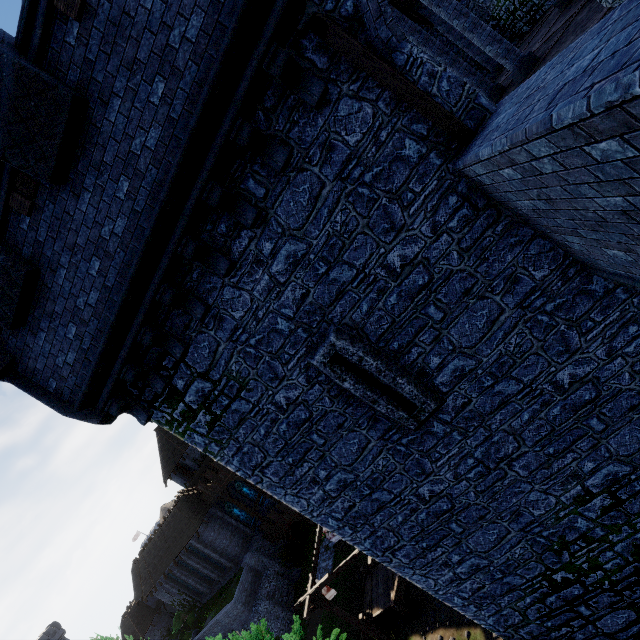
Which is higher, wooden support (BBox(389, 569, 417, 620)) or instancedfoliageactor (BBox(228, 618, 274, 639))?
instancedfoliageactor (BBox(228, 618, 274, 639))

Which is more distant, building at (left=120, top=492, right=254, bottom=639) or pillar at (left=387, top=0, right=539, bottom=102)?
building at (left=120, top=492, right=254, bottom=639)

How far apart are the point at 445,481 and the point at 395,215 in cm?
536

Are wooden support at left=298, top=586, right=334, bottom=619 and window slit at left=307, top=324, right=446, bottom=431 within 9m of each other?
no

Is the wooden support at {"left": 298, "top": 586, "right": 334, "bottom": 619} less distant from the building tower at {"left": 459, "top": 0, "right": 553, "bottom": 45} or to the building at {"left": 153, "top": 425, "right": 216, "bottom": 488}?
the building tower at {"left": 459, "top": 0, "right": 553, "bottom": 45}

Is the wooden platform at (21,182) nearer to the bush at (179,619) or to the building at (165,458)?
the building at (165,458)

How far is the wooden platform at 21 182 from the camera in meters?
5.1 m

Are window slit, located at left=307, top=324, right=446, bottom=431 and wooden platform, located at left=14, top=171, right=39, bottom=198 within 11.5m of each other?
yes
